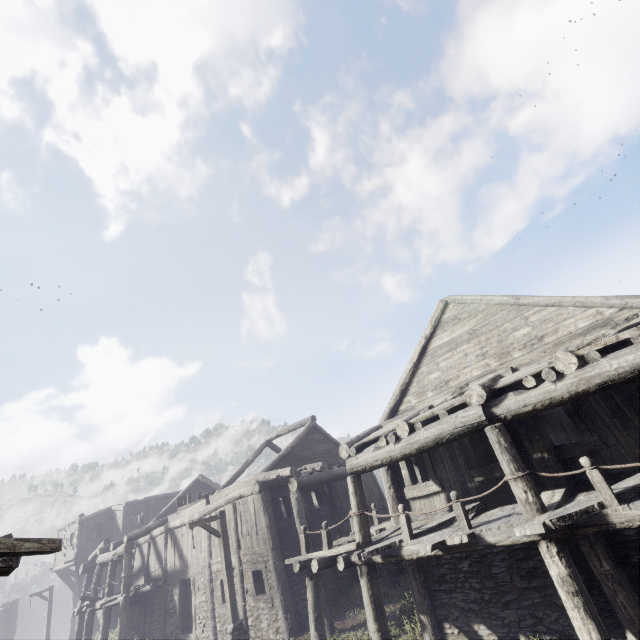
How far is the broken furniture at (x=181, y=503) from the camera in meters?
19.0 m

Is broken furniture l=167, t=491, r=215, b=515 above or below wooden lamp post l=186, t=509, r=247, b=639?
above

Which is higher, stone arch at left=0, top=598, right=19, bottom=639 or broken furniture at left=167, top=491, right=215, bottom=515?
broken furniture at left=167, top=491, right=215, bottom=515

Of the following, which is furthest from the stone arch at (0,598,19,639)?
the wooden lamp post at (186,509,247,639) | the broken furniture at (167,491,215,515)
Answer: the wooden lamp post at (186,509,247,639)

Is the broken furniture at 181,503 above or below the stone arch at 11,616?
above

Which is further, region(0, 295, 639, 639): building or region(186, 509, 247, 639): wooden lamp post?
region(186, 509, 247, 639): wooden lamp post

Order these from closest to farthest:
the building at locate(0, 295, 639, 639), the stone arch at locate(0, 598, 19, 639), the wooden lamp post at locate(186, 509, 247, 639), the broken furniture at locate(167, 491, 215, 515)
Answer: the building at locate(0, 295, 639, 639) < the wooden lamp post at locate(186, 509, 247, 639) < the broken furniture at locate(167, 491, 215, 515) < the stone arch at locate(0, 598, 19, 639)

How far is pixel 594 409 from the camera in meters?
7.7 m
